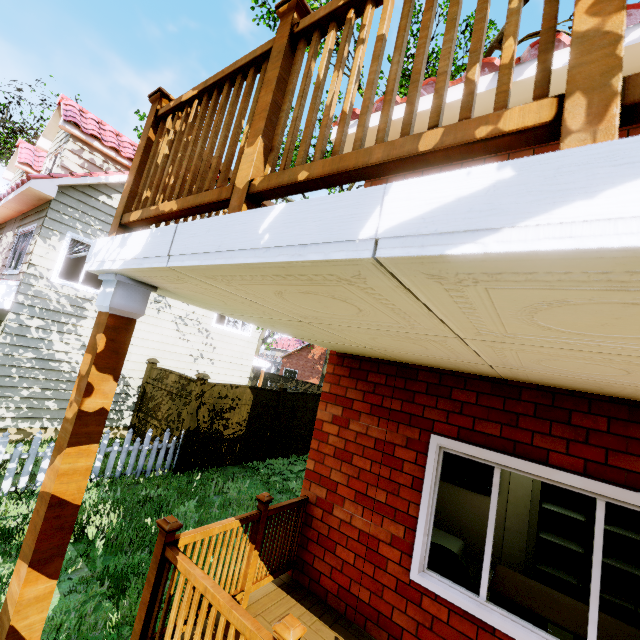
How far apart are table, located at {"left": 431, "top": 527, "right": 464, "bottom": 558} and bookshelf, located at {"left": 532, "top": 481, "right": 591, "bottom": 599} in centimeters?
92cm

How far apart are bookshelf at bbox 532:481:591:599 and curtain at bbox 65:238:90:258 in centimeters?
1096cm

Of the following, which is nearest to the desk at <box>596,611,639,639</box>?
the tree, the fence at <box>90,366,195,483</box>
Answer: the fence at <box>90,366,195,483</box>

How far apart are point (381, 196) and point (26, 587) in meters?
2.5 m

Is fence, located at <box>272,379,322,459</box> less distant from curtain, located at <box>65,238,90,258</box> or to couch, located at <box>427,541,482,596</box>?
curtain, located at <box>65,238,90,258</box>

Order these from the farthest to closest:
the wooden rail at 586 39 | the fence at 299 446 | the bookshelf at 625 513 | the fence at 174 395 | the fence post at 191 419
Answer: the fence at 299 446, the fence post at 191 419, the fence at 174 395, the bookshelf at 625 513, the wooden rail at 586 39

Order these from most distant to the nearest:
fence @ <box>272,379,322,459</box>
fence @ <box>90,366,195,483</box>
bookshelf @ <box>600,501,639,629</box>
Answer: fence @ <box>272,379,322,459</box> < fence @ <box>90,366,195,483</box> < bookshelf @ <box>600,501,639,629</box>

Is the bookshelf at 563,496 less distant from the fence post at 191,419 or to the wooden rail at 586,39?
the wooden rail at 586,39
